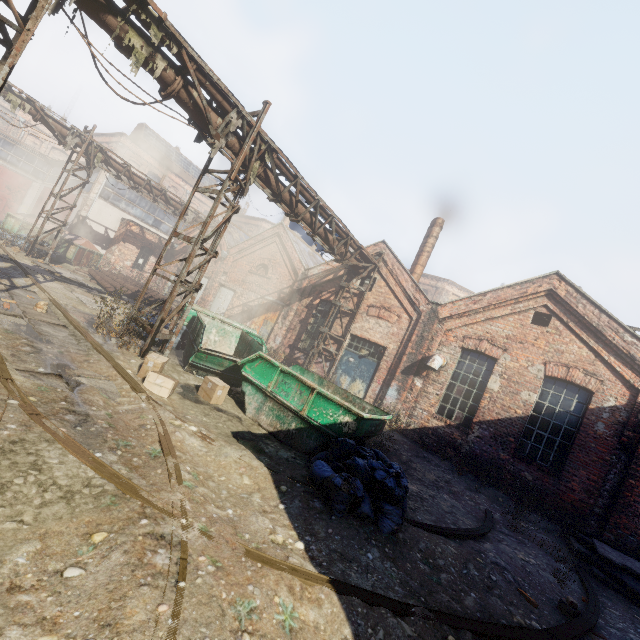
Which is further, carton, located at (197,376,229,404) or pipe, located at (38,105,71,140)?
pipe, located at (38,105,71,140)

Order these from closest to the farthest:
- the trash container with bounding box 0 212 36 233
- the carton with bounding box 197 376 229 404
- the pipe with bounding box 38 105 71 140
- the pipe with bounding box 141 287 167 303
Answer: the carton with bounding box 197 376 229 404, the pipe with bounding box 38 105 71 140, the pipe with bounding box 141 287 167 303, the trash container with bounding box 0 212 36 233

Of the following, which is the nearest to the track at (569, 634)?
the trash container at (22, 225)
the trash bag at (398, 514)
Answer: the trash bag at (398, 514)

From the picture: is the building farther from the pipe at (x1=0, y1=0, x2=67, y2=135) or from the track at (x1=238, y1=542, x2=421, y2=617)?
the track at (x1=238, y1=542, x2=421, y2=617)

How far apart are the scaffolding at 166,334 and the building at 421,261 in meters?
10.9 m

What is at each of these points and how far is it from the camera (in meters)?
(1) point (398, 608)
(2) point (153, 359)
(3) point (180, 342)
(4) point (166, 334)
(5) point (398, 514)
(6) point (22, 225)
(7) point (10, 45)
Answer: (1) track, 3.29
(2) carton, 6.70
(3) trash bag, 10.53
(4) scaffolding, 8.15
(5) trash bag, 4.88
(6) trash container, 18.52
(7) pipe, 5.39

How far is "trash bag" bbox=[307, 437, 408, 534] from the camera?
4.7 meters

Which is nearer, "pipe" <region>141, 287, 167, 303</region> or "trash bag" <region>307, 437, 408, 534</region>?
"trash bag" <region>307, 437, 408, 534</region>
